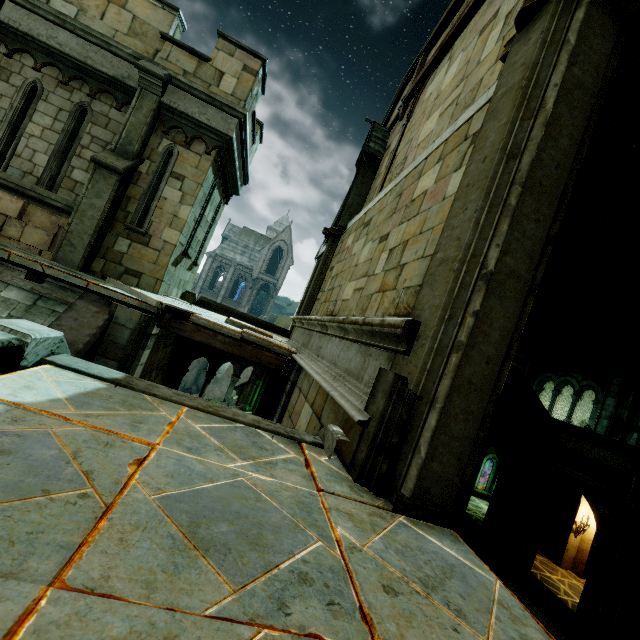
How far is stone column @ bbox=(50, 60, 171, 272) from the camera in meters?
7.0

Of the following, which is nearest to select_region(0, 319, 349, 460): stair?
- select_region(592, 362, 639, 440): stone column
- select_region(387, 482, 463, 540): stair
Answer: select_region(387, 482, 463, 540): stair

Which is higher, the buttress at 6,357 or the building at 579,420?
the building at 579,420

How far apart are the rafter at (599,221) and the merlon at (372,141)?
8.0 meters

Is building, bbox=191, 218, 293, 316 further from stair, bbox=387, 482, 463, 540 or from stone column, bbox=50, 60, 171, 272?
stair, bbox=387, 482, 463, 540

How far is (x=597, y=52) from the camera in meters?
2.5 m

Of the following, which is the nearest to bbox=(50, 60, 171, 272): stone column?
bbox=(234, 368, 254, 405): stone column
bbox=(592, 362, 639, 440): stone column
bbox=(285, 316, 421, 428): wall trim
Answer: bbox=(285, 316, 421, 428): wall trim

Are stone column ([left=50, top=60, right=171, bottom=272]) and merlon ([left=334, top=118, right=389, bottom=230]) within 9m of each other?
yes
